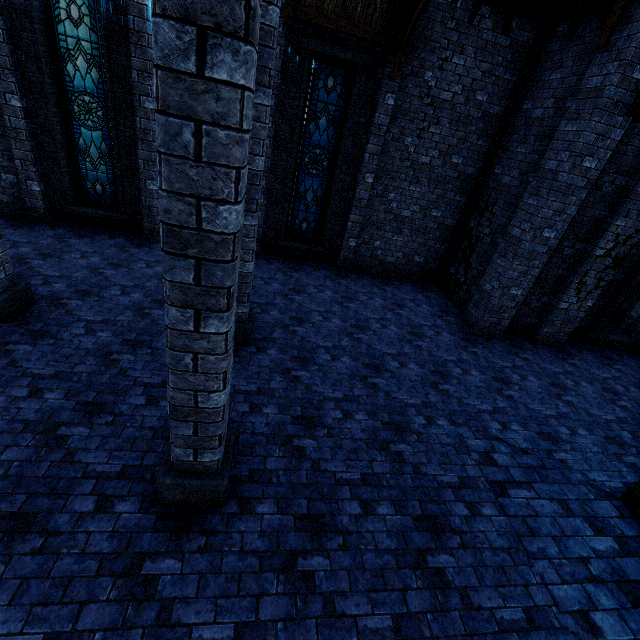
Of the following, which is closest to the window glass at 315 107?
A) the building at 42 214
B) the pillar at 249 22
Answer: the building at 42 214

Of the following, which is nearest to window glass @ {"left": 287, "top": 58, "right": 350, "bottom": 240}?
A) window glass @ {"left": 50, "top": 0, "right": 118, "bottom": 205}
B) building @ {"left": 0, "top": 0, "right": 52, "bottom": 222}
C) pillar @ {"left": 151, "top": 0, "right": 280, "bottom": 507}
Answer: building @ {"left": 0, "top": 0, "right": 52, "bottom": 222}

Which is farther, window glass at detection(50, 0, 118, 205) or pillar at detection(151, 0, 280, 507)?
window glass at detection(50, 0, 118, 205)

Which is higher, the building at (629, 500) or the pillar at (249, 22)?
the pillar at (249, 22)

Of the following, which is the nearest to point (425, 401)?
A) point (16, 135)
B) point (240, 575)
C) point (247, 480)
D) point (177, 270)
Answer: point (247, 480)

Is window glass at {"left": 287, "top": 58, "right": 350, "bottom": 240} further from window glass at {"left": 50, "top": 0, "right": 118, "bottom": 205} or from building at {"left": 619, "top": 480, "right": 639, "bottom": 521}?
window glass at {"left": 50, "top": 0, "right": 118, "bottom": 205}

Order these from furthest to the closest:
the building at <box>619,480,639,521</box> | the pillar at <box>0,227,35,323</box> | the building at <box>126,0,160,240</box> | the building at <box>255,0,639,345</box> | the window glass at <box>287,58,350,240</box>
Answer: the window glass at <box>287,58,350,240</box>
the building at <box>126,0,160,240</box>
the building at <box>255,0,639,345</box>
the pillar at <box>0,227,35,323</box>
the building at <box>619,480,639,521</box>

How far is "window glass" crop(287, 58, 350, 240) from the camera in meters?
8.4
